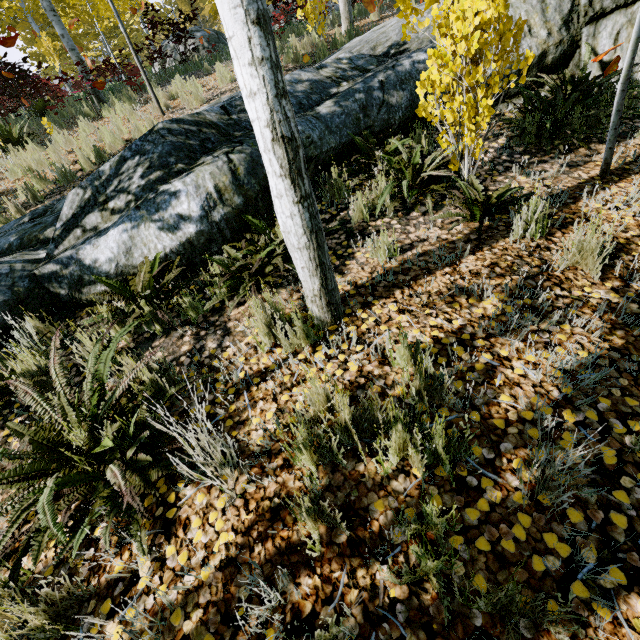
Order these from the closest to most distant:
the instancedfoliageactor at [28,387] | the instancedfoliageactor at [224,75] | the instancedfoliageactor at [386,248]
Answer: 1. the instancedfoliageactor at [28,387]
2. the instancedfoliageactor at [386,248]
3. the instancedfoliageactor at [224,75]

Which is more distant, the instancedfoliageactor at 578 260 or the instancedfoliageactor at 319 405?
the instancedfoliageactor at 578 260

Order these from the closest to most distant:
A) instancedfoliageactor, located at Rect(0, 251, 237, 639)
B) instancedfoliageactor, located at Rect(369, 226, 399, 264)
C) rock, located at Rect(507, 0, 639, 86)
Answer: instancedfoliageactor, located at Rect(0, 251, 237, 639) < instancedfoliageactor, located at Rect(369, 226, 399, 264) < rock, located at Rect(507, 0, 639, 86)

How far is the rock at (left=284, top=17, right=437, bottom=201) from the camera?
3.9m

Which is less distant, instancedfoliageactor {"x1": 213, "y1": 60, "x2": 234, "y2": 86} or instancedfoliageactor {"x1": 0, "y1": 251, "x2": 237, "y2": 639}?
instancedfoliageactor {"x1": 0, "y1": 251, "x2": 237, "y2": 639}

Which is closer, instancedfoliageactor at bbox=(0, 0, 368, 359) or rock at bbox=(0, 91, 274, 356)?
instancedfoliageactor at bbox=(0, 0, 368, 359)

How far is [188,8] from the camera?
25.06m

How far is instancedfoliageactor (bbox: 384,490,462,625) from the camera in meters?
1.1 m
